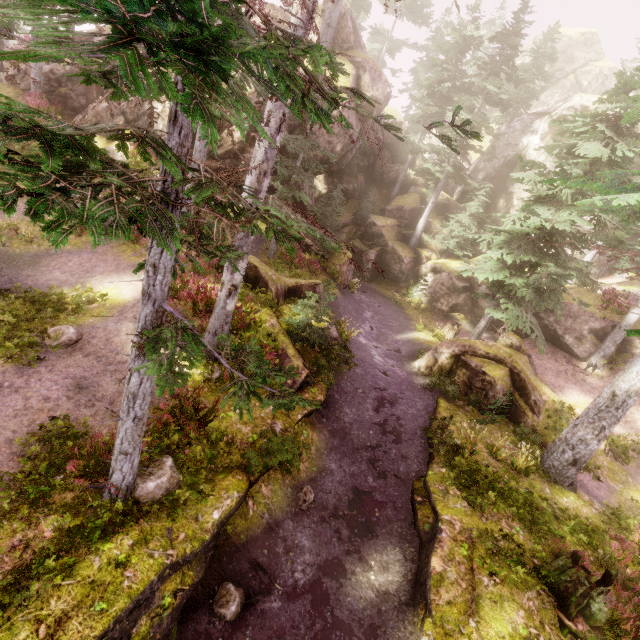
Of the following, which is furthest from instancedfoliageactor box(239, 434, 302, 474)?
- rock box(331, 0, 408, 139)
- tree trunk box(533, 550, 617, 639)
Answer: tree trunk box(533, 550, 617, 639)

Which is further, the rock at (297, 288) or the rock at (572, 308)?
the rock at (572, 308)

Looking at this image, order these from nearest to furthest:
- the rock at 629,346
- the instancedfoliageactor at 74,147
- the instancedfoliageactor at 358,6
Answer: the instancedfoliageactor at 74,147
the rock at 629,346
the instancedfoliageactor at 358,6

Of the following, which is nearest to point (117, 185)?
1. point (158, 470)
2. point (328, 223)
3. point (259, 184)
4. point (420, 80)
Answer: point (259, 184)

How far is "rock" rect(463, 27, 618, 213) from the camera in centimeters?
2514cm

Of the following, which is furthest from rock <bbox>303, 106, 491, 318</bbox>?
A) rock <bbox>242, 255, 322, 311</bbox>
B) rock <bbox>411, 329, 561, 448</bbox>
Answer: rock <bbox>411, 329, 561, 448</bbox>

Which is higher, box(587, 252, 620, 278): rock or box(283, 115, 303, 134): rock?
box(587, 252, 620, 278): rock
